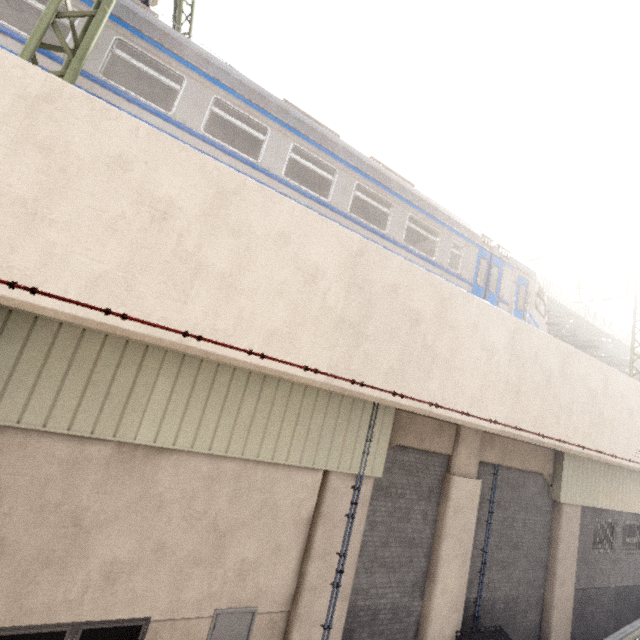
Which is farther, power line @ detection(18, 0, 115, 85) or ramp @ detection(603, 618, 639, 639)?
ramp @ detection(603, 618, 639, 639)

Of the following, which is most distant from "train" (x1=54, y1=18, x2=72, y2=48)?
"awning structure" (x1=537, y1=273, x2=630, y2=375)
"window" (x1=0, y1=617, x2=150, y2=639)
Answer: "window" (x1=0, y1=617, x2=150, y2=639)

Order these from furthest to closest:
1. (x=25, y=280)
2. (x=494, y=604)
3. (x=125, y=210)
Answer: (x=494, y=604), (x=125, y=210), (x=25, y=280)

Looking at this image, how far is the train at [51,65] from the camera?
5.1m

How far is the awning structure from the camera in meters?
16.7

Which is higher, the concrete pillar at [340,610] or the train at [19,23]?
the train at [19,23]

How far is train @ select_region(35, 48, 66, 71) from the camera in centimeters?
506cm

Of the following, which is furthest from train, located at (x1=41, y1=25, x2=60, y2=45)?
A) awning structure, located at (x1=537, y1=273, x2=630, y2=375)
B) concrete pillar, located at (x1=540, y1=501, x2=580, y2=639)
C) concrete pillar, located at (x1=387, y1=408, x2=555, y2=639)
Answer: concrete pillar, located at (x1=540, y1=501, x2=580, y2=639)
